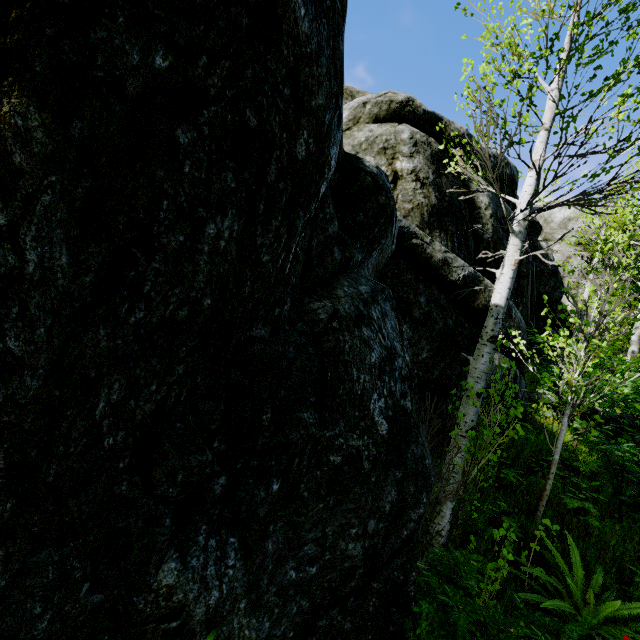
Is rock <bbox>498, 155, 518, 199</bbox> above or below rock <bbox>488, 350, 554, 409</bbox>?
above

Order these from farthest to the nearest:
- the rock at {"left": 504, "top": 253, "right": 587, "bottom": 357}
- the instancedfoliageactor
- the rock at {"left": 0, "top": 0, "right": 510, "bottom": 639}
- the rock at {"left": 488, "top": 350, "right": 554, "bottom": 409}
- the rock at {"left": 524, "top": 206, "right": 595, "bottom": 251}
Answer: the rock at {"left": 524, "top": 206, "right": 595, "bottom": 251} < the rock at {"left": 504, "top": 253, "right": 587, "bottom": 357} < the rock at {"left": 488, "top": 350, "right": 554, "bottom": 409} < the instancedfoliageactor < the rock at {"left": 0, "top": 0, "right": 510, "bottom": 639}

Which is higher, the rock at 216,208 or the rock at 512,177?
the rock at 512,177

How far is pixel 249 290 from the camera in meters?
2.2 m

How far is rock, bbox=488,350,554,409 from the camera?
6.43m

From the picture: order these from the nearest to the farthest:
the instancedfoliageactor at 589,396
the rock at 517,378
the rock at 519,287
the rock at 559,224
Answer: the instancedfoliageactor at 589,396 < the rock at 517,378 < the rock at 519,287 < the rock at 559,224
